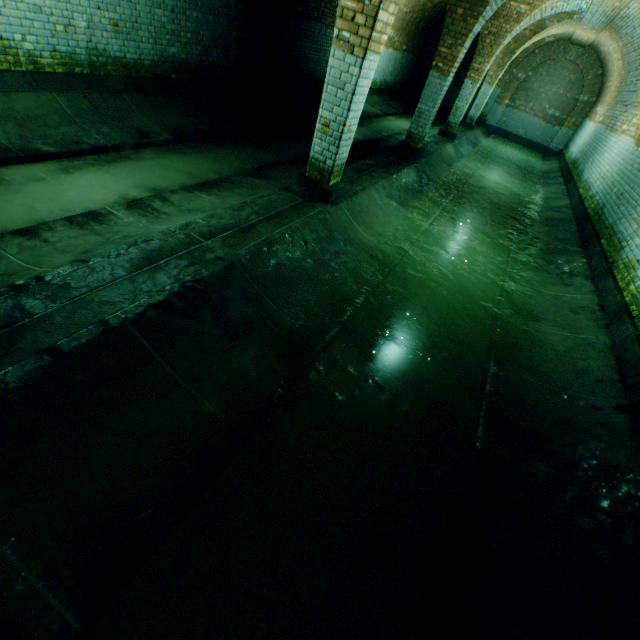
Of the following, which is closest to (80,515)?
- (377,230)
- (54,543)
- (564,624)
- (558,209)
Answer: (54,543)

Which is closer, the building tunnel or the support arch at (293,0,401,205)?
the building tunnel

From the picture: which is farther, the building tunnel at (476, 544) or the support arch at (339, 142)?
the support arch at (339, 142)

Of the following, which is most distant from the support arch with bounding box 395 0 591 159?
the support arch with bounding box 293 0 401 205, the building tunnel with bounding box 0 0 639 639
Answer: the support arch with bounding box 293 0 401 205

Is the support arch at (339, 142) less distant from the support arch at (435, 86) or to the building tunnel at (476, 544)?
the building tunnel at (476, 544)

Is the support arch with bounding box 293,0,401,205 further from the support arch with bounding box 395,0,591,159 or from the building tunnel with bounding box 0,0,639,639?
the support arch with bounding box 395,0,591,159

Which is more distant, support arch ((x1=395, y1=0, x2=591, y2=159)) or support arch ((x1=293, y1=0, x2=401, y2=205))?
support arch ((x1=395, y1=0, x2=591, y2=159))
